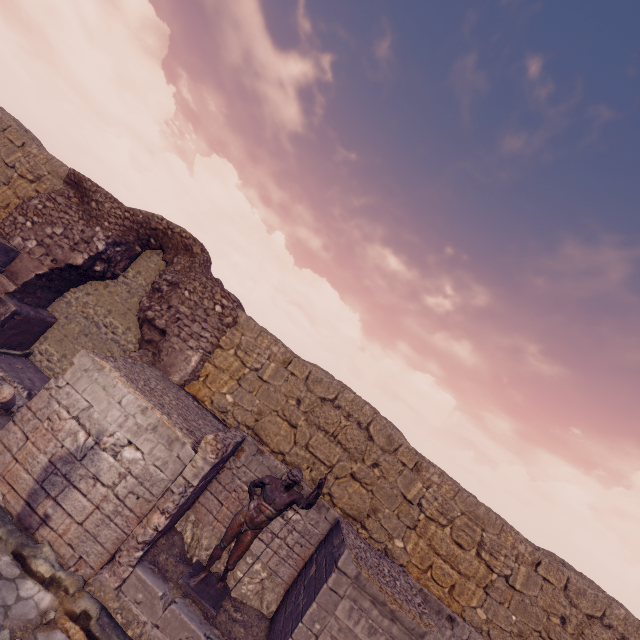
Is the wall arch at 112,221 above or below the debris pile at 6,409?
above

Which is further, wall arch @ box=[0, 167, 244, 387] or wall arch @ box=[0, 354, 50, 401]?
wall arch @ box=[0, 167, 244, 387]

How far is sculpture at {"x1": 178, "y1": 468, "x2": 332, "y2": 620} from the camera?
5.65m

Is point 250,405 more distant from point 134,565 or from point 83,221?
point 83,221

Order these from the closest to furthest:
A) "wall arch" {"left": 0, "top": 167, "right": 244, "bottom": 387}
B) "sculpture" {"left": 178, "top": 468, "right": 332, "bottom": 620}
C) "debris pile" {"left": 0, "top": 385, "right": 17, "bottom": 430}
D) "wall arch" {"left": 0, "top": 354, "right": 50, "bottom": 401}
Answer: "sculpture" {"left": 178, "top": 468, "right": 332, "bottom": 620}
"debris pile" {"left": 0, "top": 385, "right": 17, "bottom": 430}
"wall arch" {"left": 0, "top": 354, "right": 50, "bottom": 401}
"wall arch" {"left": 0, "top": 167, "right": 244, "bottom": 387}

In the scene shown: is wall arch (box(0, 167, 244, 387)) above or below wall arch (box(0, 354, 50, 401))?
above

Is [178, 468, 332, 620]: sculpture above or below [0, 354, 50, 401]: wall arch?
above

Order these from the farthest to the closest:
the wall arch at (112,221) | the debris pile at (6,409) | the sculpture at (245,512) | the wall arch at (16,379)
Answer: the wall arch at (112,221) < the wall arch at (16,379) < the debris pile at (6,409) < the sculpture at (245,512)
